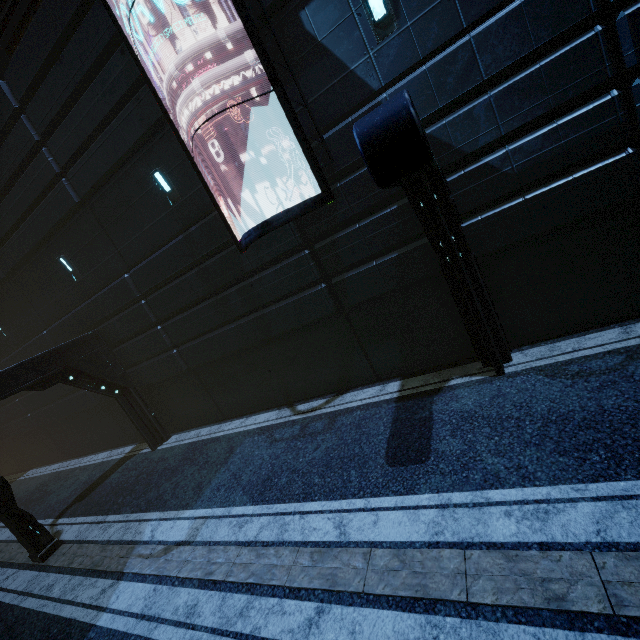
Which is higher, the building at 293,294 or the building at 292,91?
the building at 292,91

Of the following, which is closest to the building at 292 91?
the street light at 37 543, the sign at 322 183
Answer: the sign at 322 183

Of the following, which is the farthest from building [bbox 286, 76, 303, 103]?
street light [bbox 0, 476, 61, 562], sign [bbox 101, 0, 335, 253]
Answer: street light [bbox 0, 476, 61, 562]

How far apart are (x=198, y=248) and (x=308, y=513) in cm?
694

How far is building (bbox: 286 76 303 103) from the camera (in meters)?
6.61
